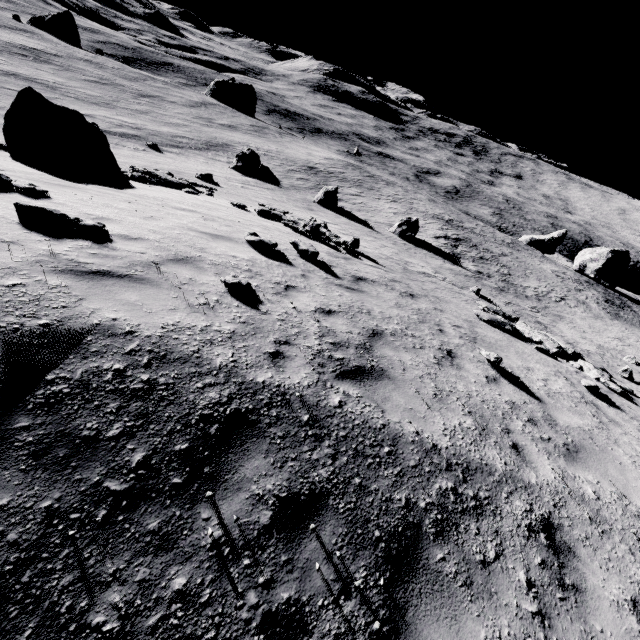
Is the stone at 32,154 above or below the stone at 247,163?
above

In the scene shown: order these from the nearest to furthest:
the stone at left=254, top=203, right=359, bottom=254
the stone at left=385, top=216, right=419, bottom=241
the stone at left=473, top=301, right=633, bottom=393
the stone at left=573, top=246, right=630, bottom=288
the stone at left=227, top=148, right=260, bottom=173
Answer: the stone at left=473, top=301, right=633, bottom=393 → the stone at left=254, top=203, right=359, bottom=254 → the stone at left=385, top=216, right=419, bottom=241 → the stone at left=227, top=148, right=260, bottom=173 → the stone at left=573, top=246, right=630, bottom=288

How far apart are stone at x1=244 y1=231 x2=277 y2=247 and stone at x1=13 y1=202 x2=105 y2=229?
3.60m

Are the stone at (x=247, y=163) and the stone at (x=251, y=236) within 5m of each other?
no

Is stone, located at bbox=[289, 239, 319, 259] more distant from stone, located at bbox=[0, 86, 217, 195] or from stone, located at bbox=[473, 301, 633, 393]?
stone, located at bbox=[0, 86, 217, 195]

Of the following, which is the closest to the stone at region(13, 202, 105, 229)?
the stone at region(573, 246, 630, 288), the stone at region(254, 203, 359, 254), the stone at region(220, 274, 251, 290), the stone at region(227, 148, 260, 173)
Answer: the stone at region(220, 274, 251, 290)

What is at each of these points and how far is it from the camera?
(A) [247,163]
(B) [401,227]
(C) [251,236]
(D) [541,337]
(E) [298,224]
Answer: (A) stone, 36.62m
(B) stone, 32.03m
(C) stone, 8.99m
(D) stone, 12.72m
(E) stone, 15.84m

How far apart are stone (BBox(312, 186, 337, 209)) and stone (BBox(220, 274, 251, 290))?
28.6m
